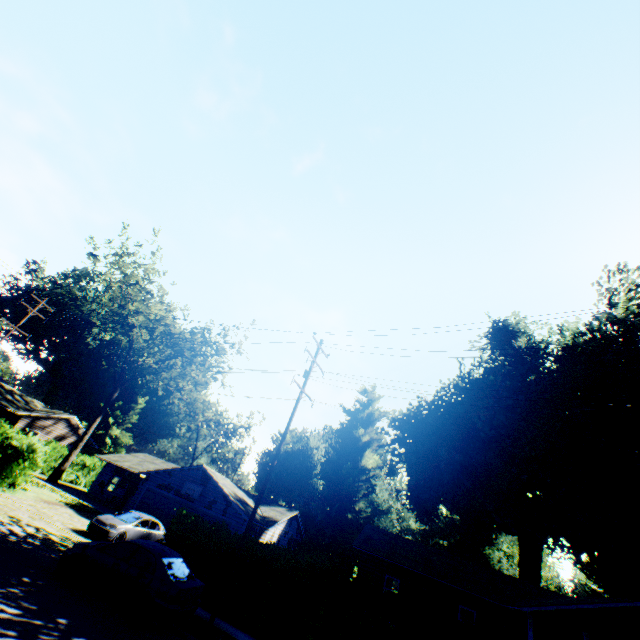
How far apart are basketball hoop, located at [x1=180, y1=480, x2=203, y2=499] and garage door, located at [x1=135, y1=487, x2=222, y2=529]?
0.53m

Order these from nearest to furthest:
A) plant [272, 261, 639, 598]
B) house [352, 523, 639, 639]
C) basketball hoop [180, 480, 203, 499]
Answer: house [352, 523, 639, 639]
plant [272, 261, 639, 598]
basketball hoop [180, 480, 203, 499]

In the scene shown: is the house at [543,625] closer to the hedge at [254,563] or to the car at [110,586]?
the hedge at [254,563]

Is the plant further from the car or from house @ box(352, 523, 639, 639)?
Answer: the car

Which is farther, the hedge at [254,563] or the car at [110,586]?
the hedge at [254,563]

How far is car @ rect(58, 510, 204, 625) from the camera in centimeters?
951cm

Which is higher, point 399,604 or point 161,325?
point 161,325

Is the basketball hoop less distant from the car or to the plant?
the car
